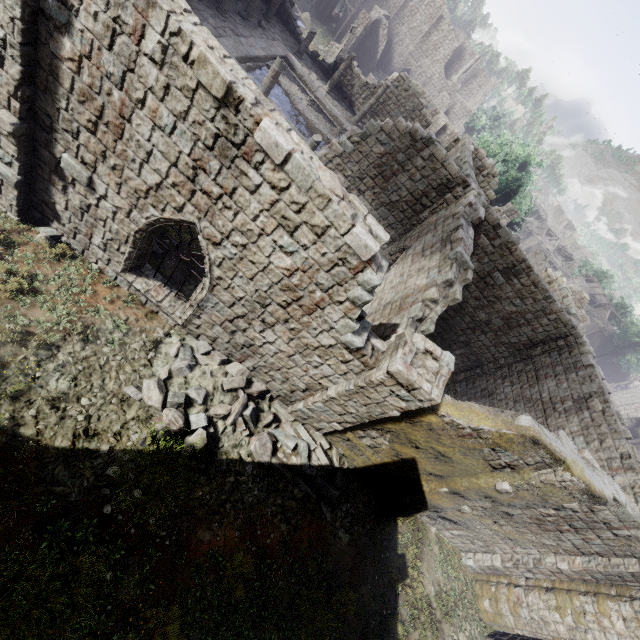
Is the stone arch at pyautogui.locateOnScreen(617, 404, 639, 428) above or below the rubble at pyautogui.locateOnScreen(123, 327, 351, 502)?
above

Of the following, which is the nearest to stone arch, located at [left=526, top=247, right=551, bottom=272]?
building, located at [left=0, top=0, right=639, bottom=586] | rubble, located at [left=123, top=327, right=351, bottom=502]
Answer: building, located at [left=0, top=0, right=639, bottom=586]

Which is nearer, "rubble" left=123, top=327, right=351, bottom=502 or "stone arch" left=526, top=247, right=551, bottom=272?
"rubble" left=123, top=327, right=351, bottom=502

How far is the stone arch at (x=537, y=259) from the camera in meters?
36.0

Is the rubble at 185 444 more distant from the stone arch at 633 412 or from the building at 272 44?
the stone arch at 633 412

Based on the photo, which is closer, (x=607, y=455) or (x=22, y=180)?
(x=22, y=180)

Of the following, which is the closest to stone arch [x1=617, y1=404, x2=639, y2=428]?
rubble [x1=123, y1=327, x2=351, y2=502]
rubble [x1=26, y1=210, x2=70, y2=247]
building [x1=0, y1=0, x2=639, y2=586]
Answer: building [x1=0, y1=0, x2=639, y2=586]

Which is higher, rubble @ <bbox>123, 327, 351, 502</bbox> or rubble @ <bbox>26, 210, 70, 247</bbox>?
rubble @ <bbox>123, 327, 351, 502</bbox>
